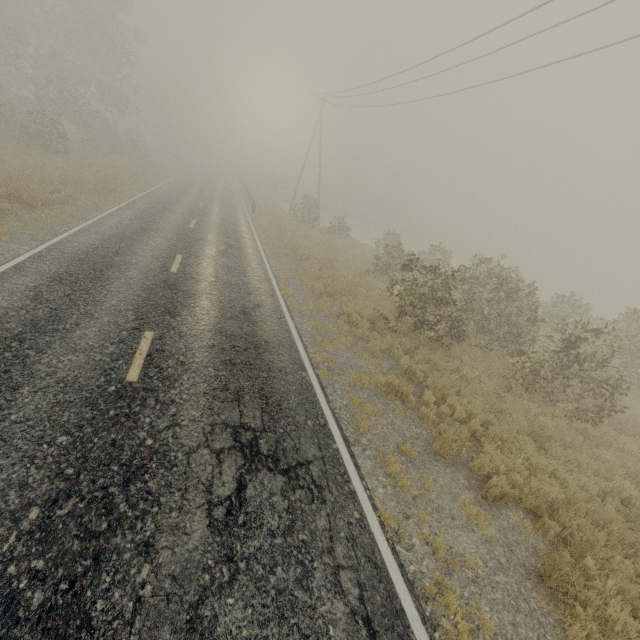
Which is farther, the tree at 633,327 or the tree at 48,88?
the tree at 48,88

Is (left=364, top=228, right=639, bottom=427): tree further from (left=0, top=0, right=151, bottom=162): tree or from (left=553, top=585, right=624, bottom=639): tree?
(left=0, top=0, right=151, bottom=162): tree

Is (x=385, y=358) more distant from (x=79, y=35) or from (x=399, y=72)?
(x=79, y=35)

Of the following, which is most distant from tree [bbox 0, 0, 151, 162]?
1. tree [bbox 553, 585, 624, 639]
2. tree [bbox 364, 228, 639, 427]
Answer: tree [bbox 364, 228, 639, 427]

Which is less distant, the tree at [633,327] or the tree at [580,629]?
the tree at [580,629]
